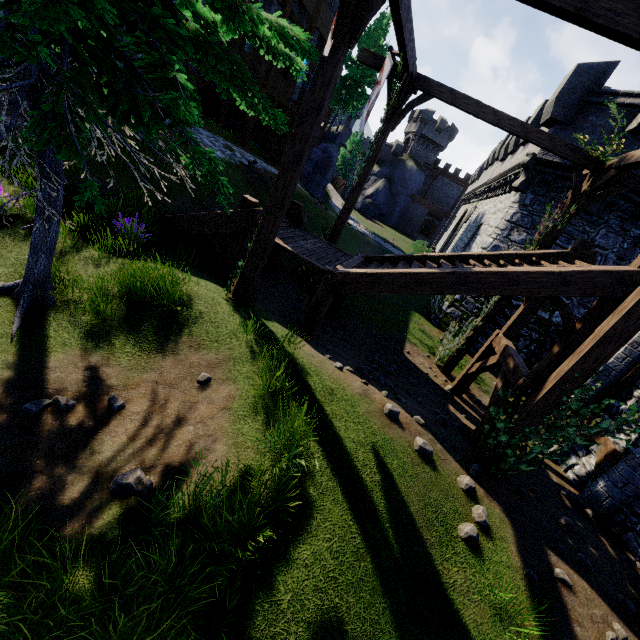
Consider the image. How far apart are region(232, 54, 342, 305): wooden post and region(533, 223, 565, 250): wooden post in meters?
8.0 m

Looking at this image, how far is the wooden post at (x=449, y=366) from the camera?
10.71m

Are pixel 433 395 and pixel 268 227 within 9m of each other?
yes

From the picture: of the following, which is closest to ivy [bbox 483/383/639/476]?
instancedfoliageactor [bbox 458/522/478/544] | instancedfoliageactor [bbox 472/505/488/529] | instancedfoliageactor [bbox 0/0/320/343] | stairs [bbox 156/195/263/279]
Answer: instancedfoliageactor [bbox 472/505/488/529]

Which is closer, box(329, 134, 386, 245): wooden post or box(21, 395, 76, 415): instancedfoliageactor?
box(21, 395, 76, 415): instancedfoliageactor

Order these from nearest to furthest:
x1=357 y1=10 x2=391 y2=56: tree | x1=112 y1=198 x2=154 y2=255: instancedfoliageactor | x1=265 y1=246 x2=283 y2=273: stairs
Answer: x1=112 y1=198 x2=154 y2=255: instancedfoliageactor, x1=265 y1=246 x2=283 y2=273: stairs, x1=357 y1=10 x2=391 y2=56: tree

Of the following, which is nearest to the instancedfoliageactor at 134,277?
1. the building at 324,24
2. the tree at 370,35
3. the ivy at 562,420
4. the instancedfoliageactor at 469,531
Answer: the instancedfoliageactor at 469,531

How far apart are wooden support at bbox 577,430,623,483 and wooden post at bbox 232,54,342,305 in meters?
9.3 m
